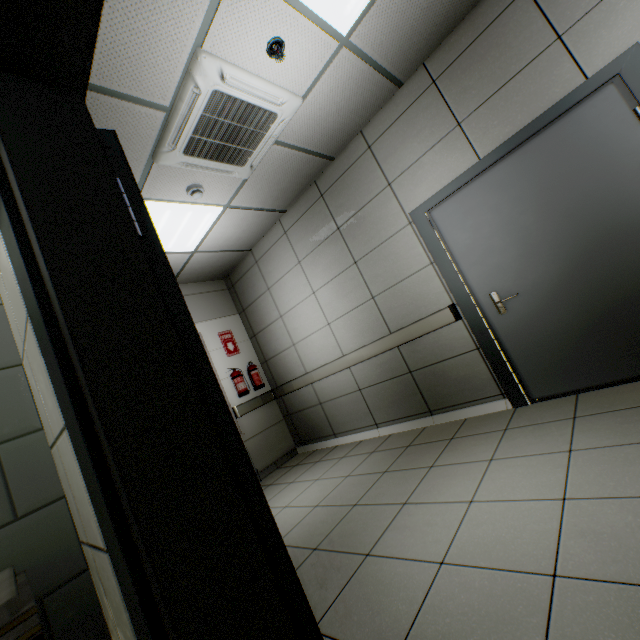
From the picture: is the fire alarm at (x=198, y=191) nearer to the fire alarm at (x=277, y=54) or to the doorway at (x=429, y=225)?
the fire alarm at (x=277, y=54)

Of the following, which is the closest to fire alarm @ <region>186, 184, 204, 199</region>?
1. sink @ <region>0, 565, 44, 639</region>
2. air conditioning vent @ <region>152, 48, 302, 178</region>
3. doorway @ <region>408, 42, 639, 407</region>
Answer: air conditioning vent @ <region>152, 48, 302, 178</region>

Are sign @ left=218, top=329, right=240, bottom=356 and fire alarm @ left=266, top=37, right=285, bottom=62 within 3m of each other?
no

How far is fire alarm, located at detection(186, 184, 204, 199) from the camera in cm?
317

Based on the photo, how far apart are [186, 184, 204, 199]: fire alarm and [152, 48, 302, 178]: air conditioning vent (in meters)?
0.18

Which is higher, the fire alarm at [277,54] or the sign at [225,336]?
the fire alarm at [277,54]

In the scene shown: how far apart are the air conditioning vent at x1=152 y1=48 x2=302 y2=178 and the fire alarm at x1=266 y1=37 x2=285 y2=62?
0.2m

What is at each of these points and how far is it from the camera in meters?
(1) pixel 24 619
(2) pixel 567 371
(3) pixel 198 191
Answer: (1) sink, 0.6 m
(2) door, 2.7 m
(3) fire alarm, 3.2 m
